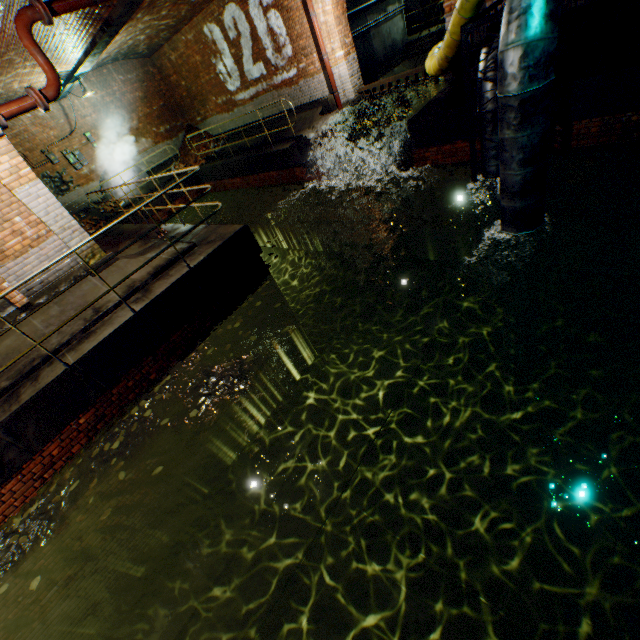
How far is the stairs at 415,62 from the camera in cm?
1221

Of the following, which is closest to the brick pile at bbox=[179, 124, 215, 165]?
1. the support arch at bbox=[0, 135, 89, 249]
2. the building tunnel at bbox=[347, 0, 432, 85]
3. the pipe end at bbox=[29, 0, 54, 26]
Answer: the building tunnel at bbox=[347, 0, 432, 85]

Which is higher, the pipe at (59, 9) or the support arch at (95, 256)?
the pipe at (59, 9)

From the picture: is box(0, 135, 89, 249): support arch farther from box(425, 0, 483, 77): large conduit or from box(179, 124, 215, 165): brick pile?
box(179, 124, 215, 165): brick pile

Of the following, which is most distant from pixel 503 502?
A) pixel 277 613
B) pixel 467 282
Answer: pixel 467 282

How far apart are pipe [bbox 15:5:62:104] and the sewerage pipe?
10.3m

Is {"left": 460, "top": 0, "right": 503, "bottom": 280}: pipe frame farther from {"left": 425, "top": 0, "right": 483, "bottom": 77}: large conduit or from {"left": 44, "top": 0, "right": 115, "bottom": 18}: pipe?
{"left": 44, "top": 0, "right": 115, "bottom": 18}: pipe

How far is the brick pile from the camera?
16.0m
